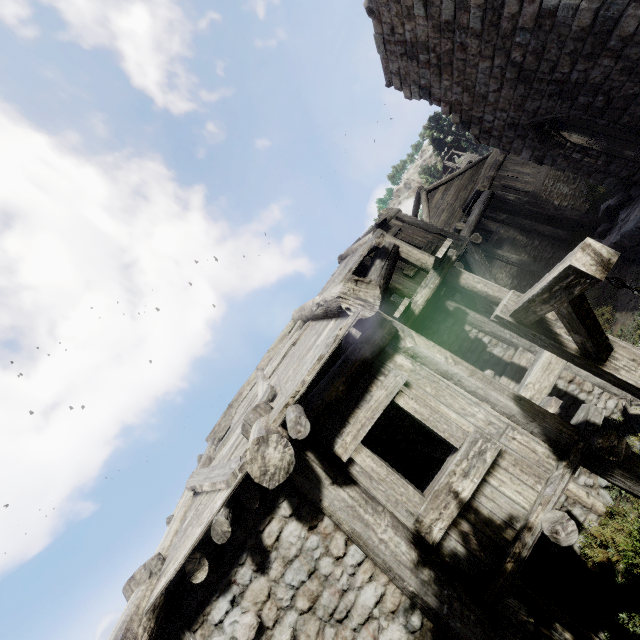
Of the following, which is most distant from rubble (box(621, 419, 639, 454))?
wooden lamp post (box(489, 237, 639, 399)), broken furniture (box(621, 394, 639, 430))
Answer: wooden lamp post (box(489, 237, 639, 399))

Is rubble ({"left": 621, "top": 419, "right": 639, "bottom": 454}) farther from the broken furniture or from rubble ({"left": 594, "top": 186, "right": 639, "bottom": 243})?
rubble ({"left": 594, "top": 186, "right": 639, "bottom": 243})

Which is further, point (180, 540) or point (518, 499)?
point (180, 540)

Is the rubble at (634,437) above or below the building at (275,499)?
below

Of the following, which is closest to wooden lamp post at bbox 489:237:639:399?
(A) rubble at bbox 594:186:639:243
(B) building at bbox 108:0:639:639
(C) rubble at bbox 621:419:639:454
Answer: (B) building at bbox 108:0:639:639

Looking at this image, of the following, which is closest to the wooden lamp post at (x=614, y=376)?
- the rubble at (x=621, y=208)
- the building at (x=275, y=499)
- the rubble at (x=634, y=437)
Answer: the building at (x=275, y=499)

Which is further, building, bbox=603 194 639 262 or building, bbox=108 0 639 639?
building, bbox=603 194 639 262

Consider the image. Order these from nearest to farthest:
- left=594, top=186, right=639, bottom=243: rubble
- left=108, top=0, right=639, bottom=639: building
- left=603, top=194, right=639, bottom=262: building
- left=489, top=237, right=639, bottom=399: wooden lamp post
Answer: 1. left=489, top=237, right=639, bottom=399: wooden lamp post
2. left=108, top=0, right=639, bottom=639: building
3. left=603, top=194, right=639, bottom=262: building
4. left=594, top=186, right=639, bottom=243: rubble
